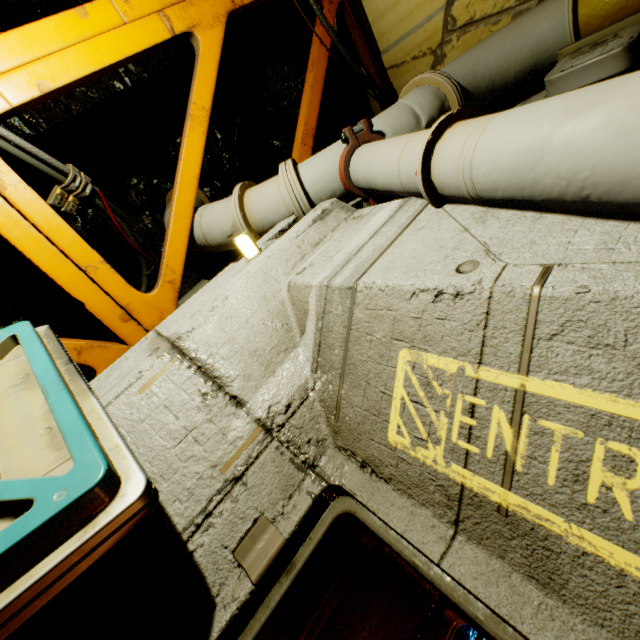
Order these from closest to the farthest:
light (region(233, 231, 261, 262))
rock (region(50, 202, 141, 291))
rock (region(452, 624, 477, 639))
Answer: light (region(233, 231, 261, 262)) → rock (region(50, 202, 141, 291)) → rock (region(452, 624, 477, 639))

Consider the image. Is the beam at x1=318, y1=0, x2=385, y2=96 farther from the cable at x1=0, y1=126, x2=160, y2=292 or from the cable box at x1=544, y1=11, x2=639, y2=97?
the cable box at x1=544, y1=11, x2=639, y2=97

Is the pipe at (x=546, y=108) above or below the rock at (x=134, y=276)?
above

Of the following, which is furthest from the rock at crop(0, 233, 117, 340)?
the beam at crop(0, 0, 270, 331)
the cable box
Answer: the cable box

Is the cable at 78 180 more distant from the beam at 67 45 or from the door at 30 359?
the door at 30 359

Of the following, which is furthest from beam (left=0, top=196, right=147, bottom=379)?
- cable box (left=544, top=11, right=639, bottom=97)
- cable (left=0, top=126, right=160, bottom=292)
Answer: cable box (left=544, top=11, right=639, bottom=97)

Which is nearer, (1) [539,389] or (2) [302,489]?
(1) [539,389]

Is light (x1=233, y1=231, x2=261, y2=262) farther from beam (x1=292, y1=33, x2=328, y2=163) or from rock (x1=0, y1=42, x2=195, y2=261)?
rock (x1=0, y1=42, x2=195, y2=261)
